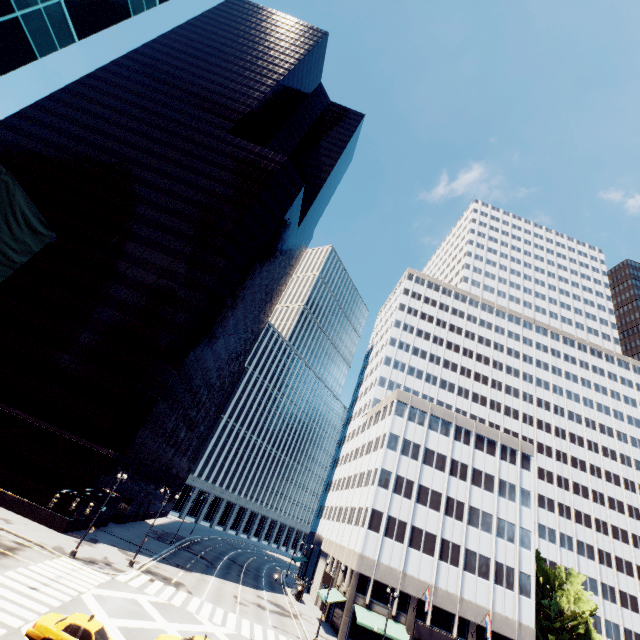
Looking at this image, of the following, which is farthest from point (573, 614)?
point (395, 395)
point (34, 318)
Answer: point (34, 318)

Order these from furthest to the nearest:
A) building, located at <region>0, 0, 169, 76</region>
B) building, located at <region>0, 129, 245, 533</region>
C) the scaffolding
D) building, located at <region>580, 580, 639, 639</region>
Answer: building, located at <region>580, 580, 639, 639</region>
building, located at <region>0, 129, 245, 533</region>
building, located at <region>0, 0, 169, 76</region>
the scaffolding

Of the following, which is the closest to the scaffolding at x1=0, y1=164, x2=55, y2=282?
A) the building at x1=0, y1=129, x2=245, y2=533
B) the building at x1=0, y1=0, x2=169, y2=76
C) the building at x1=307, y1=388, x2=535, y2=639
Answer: the building at x1=0, y1=0, x2=169, y2=76

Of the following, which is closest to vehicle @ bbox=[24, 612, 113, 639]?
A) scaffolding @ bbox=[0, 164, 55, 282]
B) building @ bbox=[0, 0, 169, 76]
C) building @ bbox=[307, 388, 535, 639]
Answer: scaffolding @ bbox=[0, 164, 55, 282]

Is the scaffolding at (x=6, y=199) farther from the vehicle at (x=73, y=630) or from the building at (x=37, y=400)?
the building at (x=37, y=400)

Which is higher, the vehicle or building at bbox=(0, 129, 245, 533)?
building at bbox=(0, 129, 245, 533)

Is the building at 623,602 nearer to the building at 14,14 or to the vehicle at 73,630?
the vehicle at 73,630

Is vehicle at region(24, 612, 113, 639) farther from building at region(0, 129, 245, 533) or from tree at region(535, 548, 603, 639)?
tree at region(535, 548, 603, 639)
